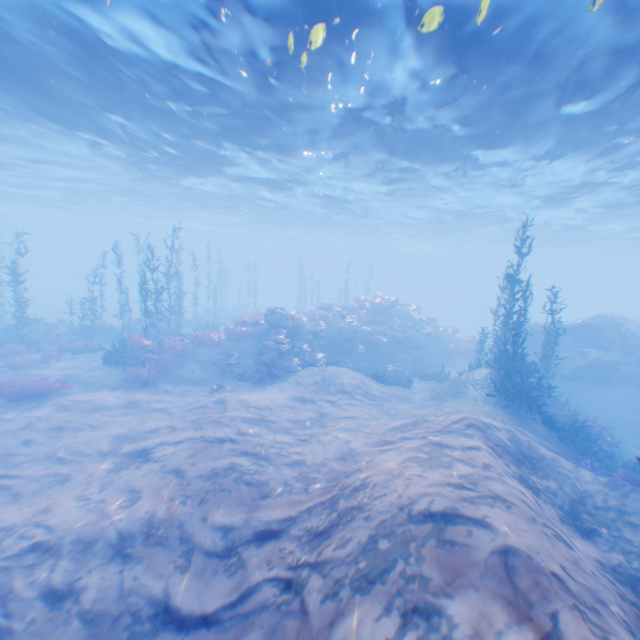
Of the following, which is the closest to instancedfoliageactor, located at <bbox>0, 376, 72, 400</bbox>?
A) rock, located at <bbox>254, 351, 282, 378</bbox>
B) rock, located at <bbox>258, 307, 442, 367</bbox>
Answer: rock, located at <bbox>254, 351, 282, 378</bbox>

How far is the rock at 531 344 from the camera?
21.5m

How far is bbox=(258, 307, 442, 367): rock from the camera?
Answer: 19.6m

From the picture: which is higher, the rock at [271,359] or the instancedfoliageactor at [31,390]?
the rock at [271,359]

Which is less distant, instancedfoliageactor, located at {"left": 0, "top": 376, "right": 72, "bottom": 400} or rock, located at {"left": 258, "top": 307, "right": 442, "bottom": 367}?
instancedfoliageactor, located at {"left": 0, "top": 376, "right": 72, "bottom": 400}

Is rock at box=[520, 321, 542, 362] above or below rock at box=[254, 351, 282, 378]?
above

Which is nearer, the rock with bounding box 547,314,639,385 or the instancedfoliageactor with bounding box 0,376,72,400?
the instancedfoliageactor with bounding box 0,376,72,400

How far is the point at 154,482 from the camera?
7.3 meters
